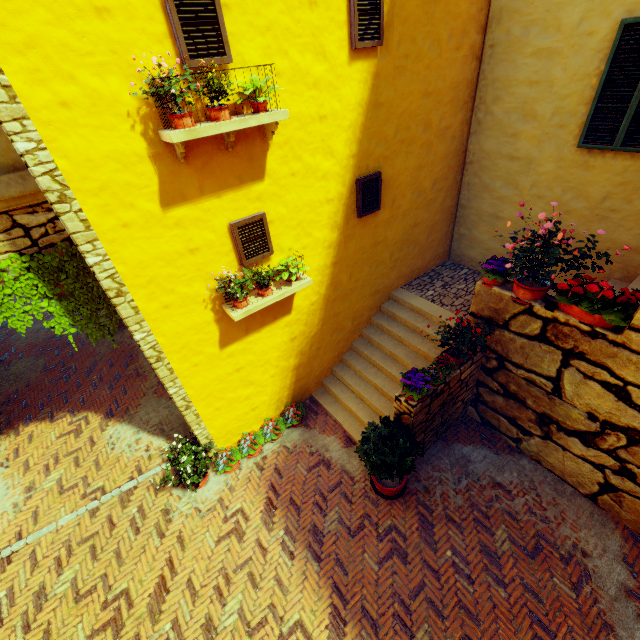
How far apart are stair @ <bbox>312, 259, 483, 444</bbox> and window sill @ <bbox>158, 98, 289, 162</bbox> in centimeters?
467cm

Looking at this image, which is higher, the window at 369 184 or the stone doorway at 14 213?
the stone doorway at 14 213

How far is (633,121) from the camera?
4.98m

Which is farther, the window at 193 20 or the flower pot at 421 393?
the flower pot at 421 393

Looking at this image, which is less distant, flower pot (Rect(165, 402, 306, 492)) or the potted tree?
the potted tree

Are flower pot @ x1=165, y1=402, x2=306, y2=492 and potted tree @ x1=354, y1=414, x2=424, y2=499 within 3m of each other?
yes

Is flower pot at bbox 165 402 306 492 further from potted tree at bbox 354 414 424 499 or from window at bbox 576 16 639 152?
window at bbox 576 16 639 152

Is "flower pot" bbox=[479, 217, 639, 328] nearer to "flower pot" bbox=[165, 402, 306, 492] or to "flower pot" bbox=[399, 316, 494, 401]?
"flower pot" bbox=[399, 316, 494, 401]
